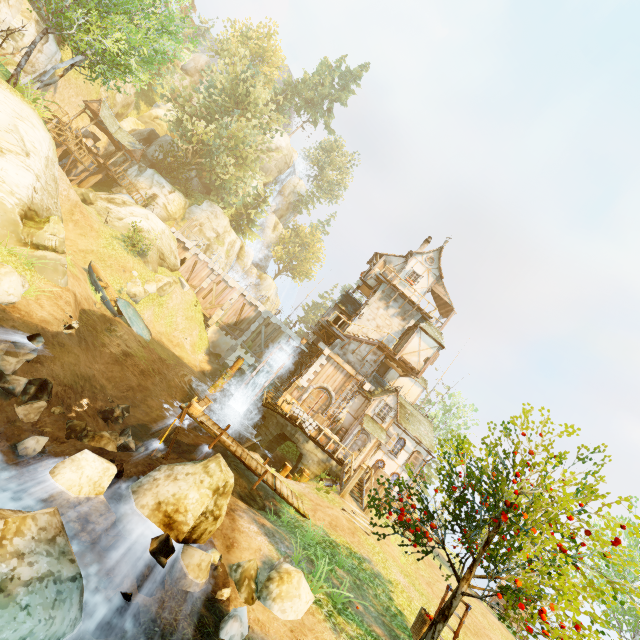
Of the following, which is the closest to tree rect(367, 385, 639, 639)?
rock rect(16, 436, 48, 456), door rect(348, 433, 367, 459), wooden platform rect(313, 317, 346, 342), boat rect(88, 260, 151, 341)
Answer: boat rect(88, 260, 151, 341)

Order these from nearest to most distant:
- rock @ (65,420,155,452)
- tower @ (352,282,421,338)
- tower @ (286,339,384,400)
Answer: rock @ (65,420,155,452)
tower @ (286,339,384,400)
tower @ (352,282,421,338)

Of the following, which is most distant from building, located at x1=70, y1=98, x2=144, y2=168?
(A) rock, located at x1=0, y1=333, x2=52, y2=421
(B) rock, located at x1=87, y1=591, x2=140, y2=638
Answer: (B) rock, located at x1=87, y1=591, x2=140, y2=638

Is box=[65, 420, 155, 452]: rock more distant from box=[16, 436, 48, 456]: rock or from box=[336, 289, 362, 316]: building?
box=[336, 289, 362, 316]: building

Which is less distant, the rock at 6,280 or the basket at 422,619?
the basket at 422,619

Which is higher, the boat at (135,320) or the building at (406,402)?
the building at (406,402)

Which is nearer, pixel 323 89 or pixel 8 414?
pixel 8 414

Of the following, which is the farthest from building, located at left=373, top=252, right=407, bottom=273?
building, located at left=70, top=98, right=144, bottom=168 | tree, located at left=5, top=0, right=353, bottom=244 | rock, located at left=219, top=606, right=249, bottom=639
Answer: building, located at left=70, top=98, right=144, bottom=168
